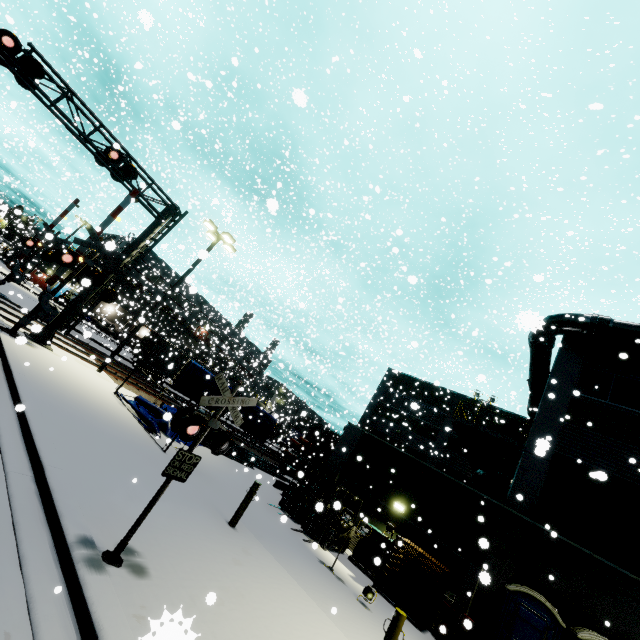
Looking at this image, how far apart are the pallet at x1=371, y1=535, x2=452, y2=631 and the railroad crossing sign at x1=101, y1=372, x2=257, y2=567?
10.3 meters

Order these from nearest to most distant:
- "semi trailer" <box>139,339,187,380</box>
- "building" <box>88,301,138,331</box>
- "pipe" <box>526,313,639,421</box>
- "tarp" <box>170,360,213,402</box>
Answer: "pipe" <box>526,313,639,421</box>
"tarp" <box>170,360,213,402</box>
"semi trailer" <box>139,339,187,380</box>
"building" <box>88,301,138,331</box>

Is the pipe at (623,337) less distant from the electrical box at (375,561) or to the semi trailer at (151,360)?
the semi trailer at (151,360)

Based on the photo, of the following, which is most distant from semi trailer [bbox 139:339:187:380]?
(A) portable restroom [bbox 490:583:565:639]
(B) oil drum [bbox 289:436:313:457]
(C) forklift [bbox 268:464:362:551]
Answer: (A) portable restroom [bbox 490:583:565:639]

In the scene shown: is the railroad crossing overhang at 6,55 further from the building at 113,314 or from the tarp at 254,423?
the tarp at 254,423

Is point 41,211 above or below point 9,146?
below

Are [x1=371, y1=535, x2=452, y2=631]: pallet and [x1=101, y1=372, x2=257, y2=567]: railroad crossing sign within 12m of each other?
yes

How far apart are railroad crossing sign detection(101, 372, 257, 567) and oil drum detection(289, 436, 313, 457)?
22.98m
